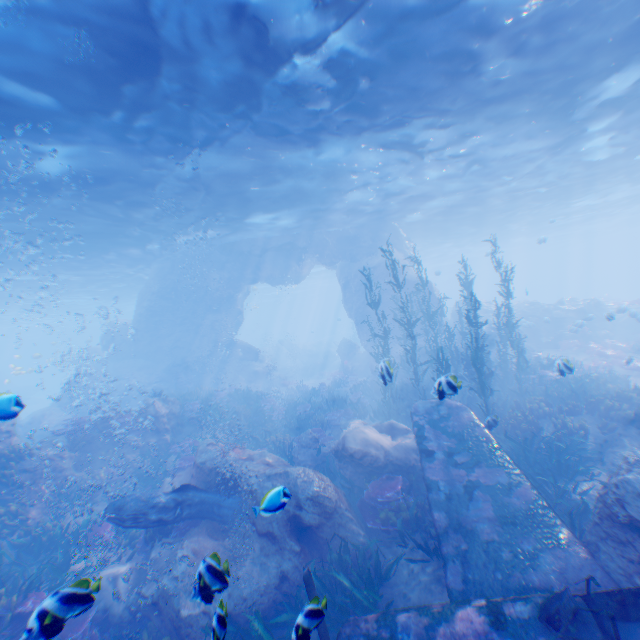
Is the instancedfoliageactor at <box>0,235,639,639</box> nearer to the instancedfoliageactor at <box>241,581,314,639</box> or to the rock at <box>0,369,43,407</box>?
the rock at <box>0,369,43,407</box>

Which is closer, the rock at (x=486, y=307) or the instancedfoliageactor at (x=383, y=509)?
the instancedfoliageactor at (x=383, y=509)

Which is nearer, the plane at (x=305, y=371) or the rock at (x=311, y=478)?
the rock at (x=311, y=478)

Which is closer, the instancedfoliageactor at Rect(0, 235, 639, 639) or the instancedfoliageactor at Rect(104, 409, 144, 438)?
Result: the instancedfoliageactor at Rect(0, 235, 639, 639)

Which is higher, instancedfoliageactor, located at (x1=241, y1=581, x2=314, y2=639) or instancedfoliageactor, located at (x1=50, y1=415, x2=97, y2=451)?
instancedfoliageactor, located at (x1=50, y1=415, x2=97, y2=451)

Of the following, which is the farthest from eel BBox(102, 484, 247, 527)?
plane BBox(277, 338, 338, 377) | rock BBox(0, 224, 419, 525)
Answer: plane BBox(277, 338, 338, 377)

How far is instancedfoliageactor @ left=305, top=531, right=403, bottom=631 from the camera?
6.15m

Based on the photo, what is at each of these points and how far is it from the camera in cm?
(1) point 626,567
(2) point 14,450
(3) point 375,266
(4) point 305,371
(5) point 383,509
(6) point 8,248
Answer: (1) rock, 541
(2) instancedfoliageactor, 1110
(3) rock, 2448
(4) plane, 3681
(5) instancedfoliageactor, 869
(6) light, 1884
